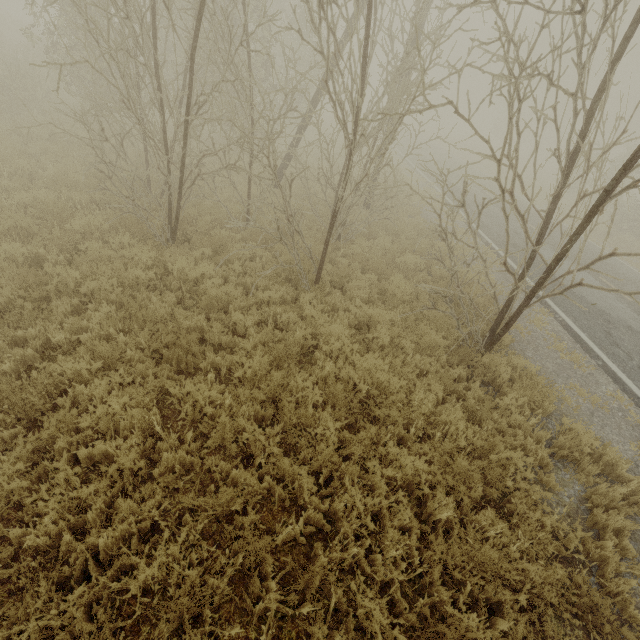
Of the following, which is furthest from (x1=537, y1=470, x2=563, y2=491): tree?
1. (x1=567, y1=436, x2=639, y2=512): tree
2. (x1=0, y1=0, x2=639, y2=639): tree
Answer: (x1=0, y1=0, x2=639, y2=639): tree

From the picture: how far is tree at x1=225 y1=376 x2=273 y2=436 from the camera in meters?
4.2 m

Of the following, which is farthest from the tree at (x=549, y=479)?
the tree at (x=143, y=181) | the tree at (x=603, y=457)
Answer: the tree at (x=143, y=181)

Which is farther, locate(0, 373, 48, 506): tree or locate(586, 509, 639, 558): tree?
locate(586, 509, 639, 558): tree

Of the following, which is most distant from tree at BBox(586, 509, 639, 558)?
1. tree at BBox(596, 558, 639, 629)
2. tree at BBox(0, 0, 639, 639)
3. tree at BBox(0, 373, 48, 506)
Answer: tree at BBox(0, 0, 639, 639)

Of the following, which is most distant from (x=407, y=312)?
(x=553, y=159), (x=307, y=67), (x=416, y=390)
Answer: (x=553, y=159)

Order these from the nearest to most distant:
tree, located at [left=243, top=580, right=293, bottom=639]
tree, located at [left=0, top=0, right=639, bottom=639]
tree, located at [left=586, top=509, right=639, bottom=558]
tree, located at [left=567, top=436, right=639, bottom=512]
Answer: tree, located at [left=243, top=580, right=293, bottom=639], tree, located at [left=0, top=0, right=639, bottom=639], tree, located at [left=586, top=509, right=639, bottom=558], tree, located at [left=567, top=436, right=639, bottom=512]

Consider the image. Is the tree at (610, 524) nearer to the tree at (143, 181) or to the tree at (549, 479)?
the tree at (549, 479)
